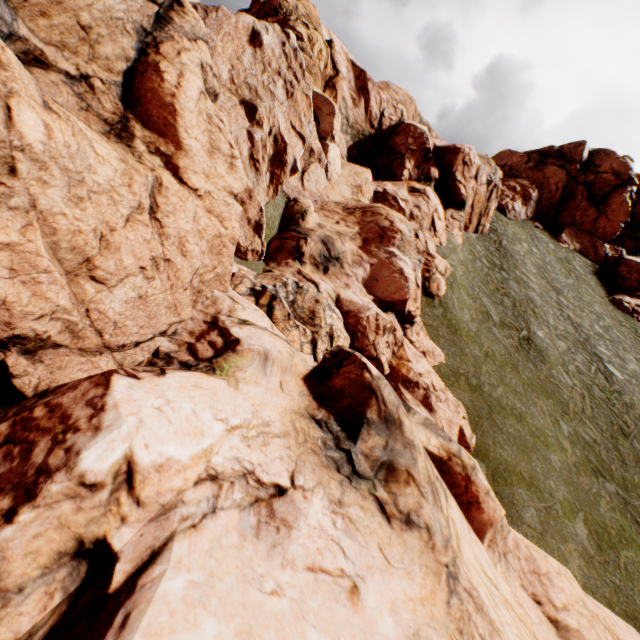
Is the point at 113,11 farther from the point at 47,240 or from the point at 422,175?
the point at 422,175
